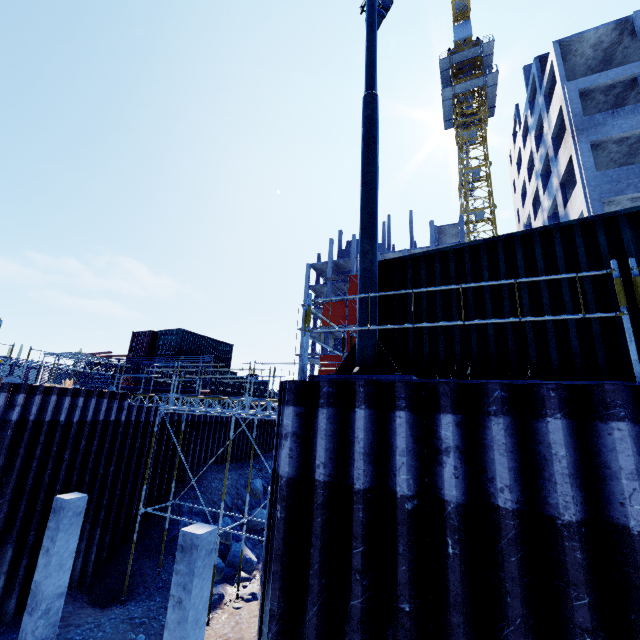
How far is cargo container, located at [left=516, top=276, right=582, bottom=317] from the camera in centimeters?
461cm

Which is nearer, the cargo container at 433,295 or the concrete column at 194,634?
the cargo container at 433,295

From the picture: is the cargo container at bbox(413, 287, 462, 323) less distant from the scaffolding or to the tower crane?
the scaffolding

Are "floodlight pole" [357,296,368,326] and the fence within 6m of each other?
no

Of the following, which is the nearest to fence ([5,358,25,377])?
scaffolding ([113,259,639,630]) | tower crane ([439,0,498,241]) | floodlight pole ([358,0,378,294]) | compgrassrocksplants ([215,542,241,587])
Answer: scaffolding ([113,259,639,630])

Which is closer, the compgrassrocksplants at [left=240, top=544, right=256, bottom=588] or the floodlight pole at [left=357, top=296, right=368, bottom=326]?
the floodlight pole at [left=357, top=296, right=368, bottom=326]

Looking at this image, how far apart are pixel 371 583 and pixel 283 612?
1.2m

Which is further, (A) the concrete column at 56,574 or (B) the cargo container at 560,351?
(A) the concrete column at 56,574
